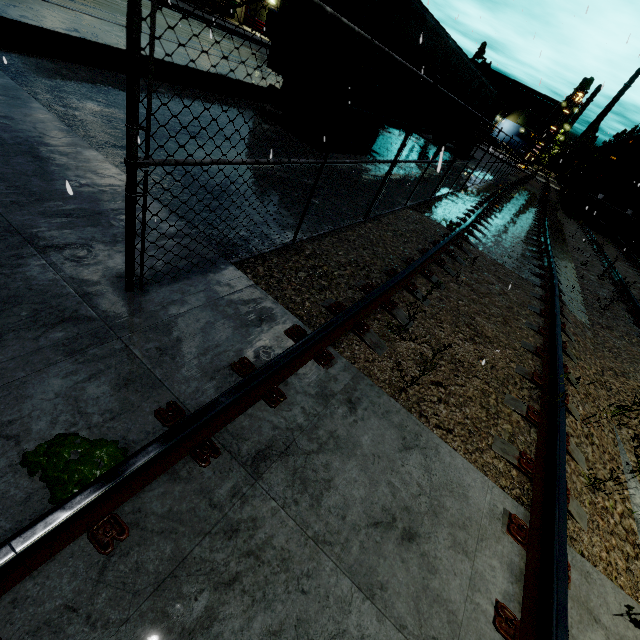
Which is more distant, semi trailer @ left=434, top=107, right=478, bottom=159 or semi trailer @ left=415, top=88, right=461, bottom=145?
semi trailer @ left=434, top=107, right=478, bottom=159

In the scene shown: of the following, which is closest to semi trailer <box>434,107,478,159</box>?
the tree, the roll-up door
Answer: the roll-up door

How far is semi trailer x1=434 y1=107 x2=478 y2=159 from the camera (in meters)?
16.53

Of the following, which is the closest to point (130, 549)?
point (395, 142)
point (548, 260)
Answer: point (548, 260)

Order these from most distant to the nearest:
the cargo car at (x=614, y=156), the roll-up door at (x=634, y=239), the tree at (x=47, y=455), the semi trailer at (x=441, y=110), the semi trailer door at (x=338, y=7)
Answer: the roll-up door at (x=634, y=239)
the cargo car at (x=614, y=156)
the semi trailer at (x=441, y=110)
the semi trailer door at (x=338, y=7)
the tree at (x=47, y=455)

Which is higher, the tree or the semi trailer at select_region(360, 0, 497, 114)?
the semi trailer at select_region(360, 0, 497, 114)

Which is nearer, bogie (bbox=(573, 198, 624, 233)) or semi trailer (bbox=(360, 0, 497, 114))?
semi trailer (bbox=(360, 0, 497, 114))

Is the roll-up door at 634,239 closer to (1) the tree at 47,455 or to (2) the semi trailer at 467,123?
(2) the semi trailer at 467,123
